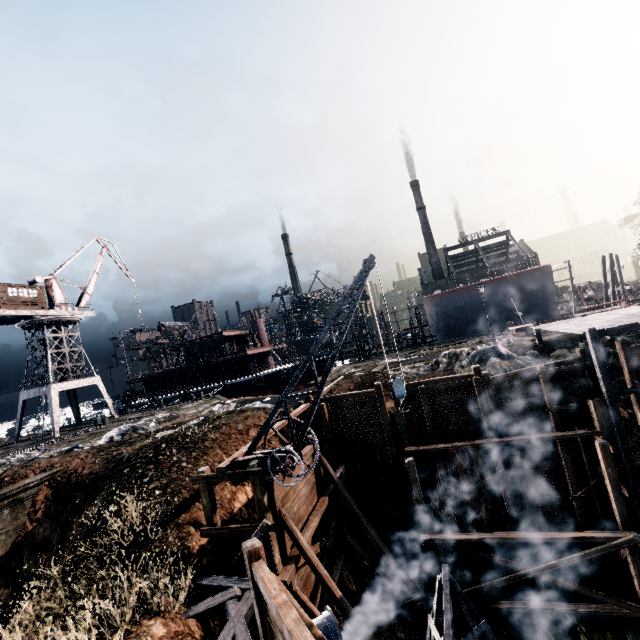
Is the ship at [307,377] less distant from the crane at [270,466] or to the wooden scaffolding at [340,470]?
the wooden scaffolding at [340,470]

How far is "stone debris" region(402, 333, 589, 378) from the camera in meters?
18.9 m

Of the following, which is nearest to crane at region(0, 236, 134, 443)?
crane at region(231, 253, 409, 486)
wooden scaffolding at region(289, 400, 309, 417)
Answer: wooden scaffolding at region(289, 400, 309, 417)

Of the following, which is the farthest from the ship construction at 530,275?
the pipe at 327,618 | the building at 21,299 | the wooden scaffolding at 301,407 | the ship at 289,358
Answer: the pipe at 327,618

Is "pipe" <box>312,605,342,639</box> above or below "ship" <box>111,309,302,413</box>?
below

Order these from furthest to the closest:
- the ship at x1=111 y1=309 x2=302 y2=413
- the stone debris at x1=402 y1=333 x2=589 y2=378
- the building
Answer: the ship at x1=111 y1=309 x2=302 y2=413, the building, the stone debris at x1=402 y1=333 x2=589 y2=378

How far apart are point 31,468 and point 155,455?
7.99m

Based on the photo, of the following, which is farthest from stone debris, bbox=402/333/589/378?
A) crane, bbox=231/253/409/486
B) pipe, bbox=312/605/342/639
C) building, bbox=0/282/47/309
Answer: building, bbox=0/282/47/309
